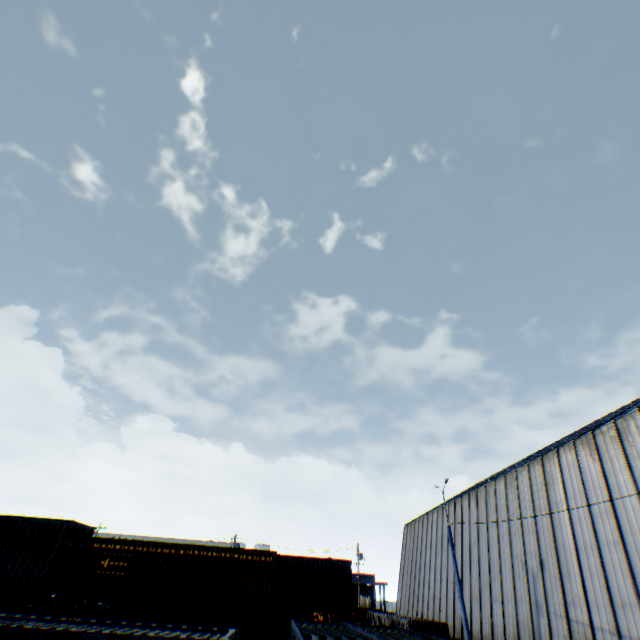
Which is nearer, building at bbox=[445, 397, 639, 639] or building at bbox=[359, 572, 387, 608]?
building at bbox=[445, 397, 639, 639]

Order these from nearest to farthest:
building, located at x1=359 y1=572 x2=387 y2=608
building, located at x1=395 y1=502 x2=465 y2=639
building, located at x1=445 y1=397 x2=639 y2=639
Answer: building, located at x1=445 y1=397 x2=639 y2=639
building, located at x1=395 y1=502 x2=465 y2=639
building, located at x1=359 y1=572 x2=387 y2=608

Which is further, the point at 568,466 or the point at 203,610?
the point at 203,610

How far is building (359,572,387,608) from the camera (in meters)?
54.03

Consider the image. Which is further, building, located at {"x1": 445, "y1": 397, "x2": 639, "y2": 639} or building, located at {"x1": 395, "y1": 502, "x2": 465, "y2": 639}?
building, located at {"x1": 395, "y1": 502, "x2": 465, "y2": 639}

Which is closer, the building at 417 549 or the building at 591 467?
the building at 591 467

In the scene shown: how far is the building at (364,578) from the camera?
54.0m
